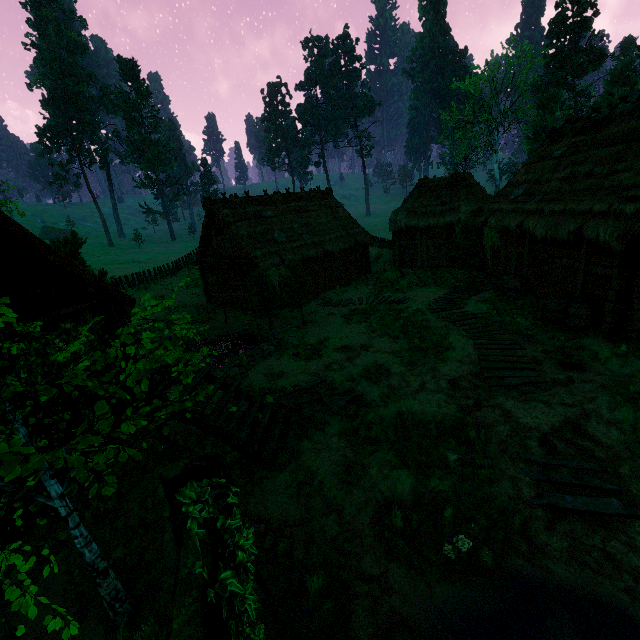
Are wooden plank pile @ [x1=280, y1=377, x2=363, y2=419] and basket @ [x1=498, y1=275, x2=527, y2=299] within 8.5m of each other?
no

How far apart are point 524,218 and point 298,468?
15.4 meters

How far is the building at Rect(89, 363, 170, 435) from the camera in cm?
650

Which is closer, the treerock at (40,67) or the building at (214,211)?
the building at (214,211)

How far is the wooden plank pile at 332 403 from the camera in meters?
8.7 m

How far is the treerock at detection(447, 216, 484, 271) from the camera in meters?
19.8

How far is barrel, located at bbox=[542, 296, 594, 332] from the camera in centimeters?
1120cm

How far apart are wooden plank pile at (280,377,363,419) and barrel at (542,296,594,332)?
8.26m
